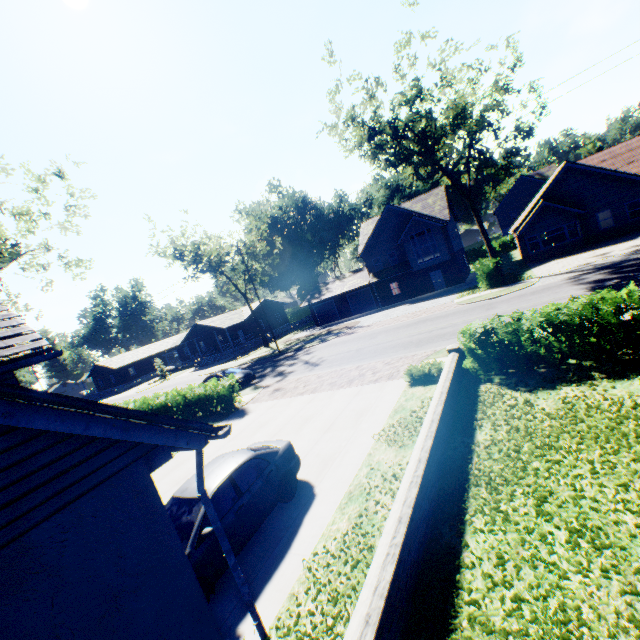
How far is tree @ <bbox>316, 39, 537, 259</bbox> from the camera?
21.08m

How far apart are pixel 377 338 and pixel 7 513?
21.43m

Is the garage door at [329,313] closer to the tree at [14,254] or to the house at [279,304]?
the house at [279,304]

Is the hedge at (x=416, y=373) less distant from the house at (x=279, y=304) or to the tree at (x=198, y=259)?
the tree at (x=198, y=259)

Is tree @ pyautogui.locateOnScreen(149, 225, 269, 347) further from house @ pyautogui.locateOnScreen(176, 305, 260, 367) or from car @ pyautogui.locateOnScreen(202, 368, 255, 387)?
car @ pyautogui.locateOnScreen(202, 368, 255, 387)

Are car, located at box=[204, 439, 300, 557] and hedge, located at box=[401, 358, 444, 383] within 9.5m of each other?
yes

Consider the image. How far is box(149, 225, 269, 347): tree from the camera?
37.59m

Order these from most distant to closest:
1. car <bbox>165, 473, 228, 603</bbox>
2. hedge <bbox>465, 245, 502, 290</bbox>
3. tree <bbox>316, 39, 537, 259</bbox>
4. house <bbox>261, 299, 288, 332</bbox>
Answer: house <bbox>261, 299, 288, 332</bbox>
hedge <bbox>465, 245, 502, 290</bbox>
tree <bbox>316, 39, 537, 259</bbox>
car <bbox>165, 473, 228, 603</bbox>
